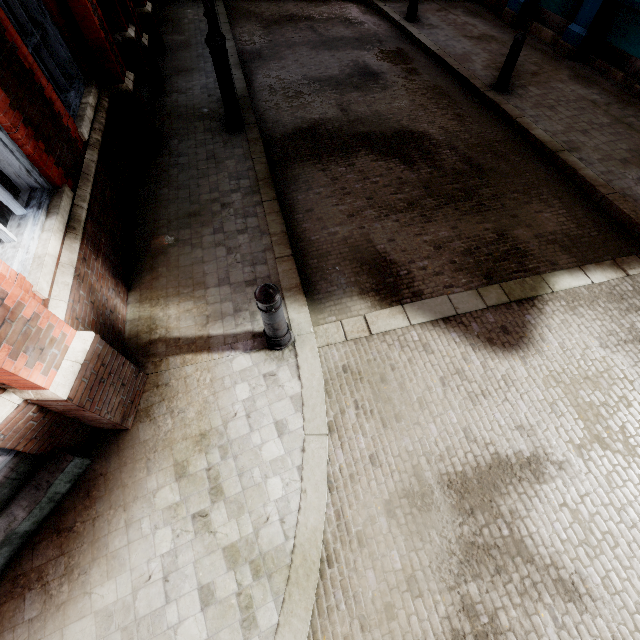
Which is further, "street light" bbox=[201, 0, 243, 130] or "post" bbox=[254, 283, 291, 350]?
"street light" bbox=[201, 0, 243, 130]

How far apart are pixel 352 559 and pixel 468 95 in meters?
8.9 m

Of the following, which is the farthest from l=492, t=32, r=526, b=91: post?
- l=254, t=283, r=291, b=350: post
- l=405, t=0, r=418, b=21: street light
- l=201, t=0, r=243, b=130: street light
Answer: l=254, t=283, r=291, b=350: post

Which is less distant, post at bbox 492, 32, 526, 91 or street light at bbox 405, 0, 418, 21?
post at bbox 492, 32, 526, 91

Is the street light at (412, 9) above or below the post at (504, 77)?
above

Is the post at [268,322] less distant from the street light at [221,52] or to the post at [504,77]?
the street light at [221,52]

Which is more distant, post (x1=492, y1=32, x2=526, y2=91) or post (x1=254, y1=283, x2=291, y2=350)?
post (x1=492, y1=32, x2=526, y2=91)

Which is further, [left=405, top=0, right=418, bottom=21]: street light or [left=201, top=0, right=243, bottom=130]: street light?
[left=405, top=0, right=418, bottom=21]: street light
